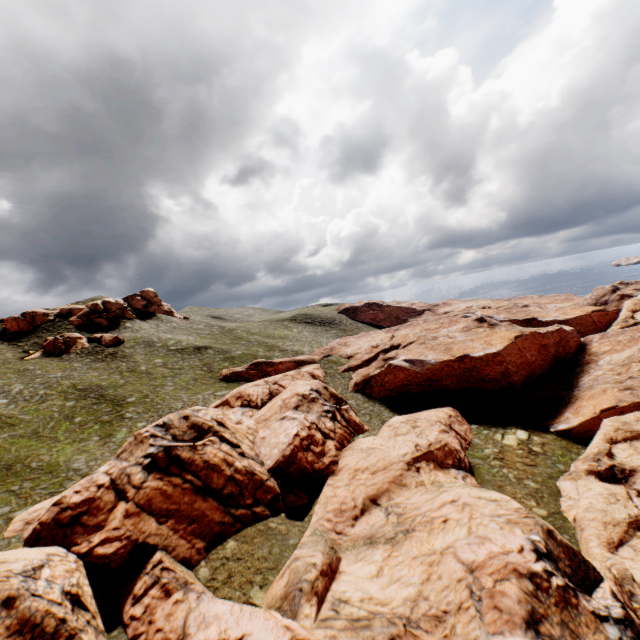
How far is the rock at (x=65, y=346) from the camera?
56.9 meters

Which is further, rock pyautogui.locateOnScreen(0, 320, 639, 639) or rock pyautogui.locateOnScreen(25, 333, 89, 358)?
rock pyautogui.locateOnScreen(25, 333, 89, 358)

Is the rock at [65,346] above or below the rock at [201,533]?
above

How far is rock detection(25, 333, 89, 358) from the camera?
56.9m

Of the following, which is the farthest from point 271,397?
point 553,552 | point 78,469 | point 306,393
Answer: point 553,552

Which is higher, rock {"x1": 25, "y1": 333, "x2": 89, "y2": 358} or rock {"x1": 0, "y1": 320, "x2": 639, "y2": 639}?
rock {"x1": 25, "y1": 333, "x2": 89, "y2": 358}
